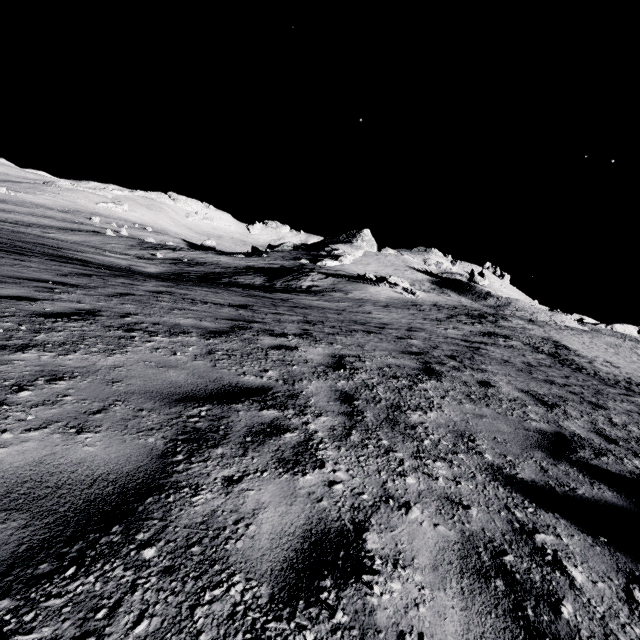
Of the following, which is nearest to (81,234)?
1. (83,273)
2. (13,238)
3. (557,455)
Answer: (13,238)
